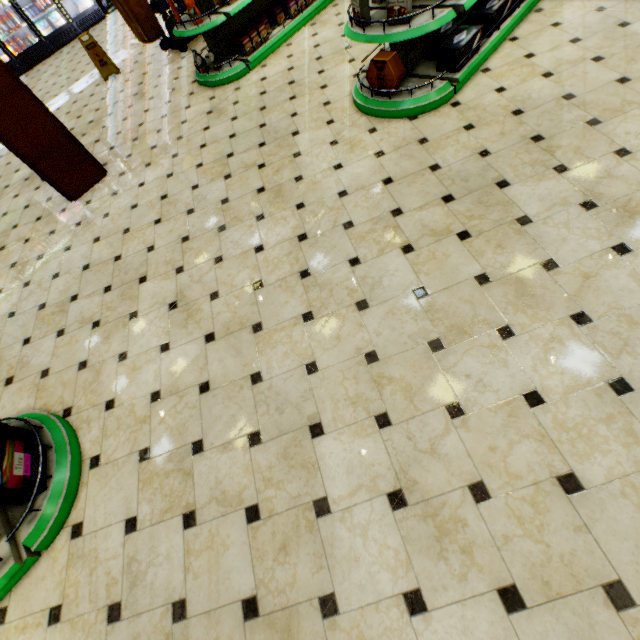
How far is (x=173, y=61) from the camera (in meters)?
6.47

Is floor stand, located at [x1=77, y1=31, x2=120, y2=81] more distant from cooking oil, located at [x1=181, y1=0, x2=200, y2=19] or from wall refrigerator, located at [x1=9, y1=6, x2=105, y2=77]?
wall refrigerator, located at [x1=9, y1=6, x2=105, y2=77]

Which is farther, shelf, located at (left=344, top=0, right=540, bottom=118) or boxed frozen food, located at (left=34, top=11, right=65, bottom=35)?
boxed frozen food, located at (left=34, top=11, right=65, bottom=35)

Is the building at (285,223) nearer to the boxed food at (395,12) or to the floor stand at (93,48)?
the floor stand at (93,48)

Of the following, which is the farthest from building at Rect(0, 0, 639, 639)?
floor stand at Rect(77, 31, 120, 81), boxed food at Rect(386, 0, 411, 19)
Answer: boxed food at Rect(386, 0, 411, 19)

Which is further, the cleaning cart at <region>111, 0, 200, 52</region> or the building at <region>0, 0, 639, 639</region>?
the cleaning cart at <region>111, 0, 200, 52</region>

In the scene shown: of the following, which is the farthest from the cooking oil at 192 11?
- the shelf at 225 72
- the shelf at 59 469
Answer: the shelf at 59 469

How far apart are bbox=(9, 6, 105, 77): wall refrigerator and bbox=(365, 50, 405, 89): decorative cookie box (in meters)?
11.97
